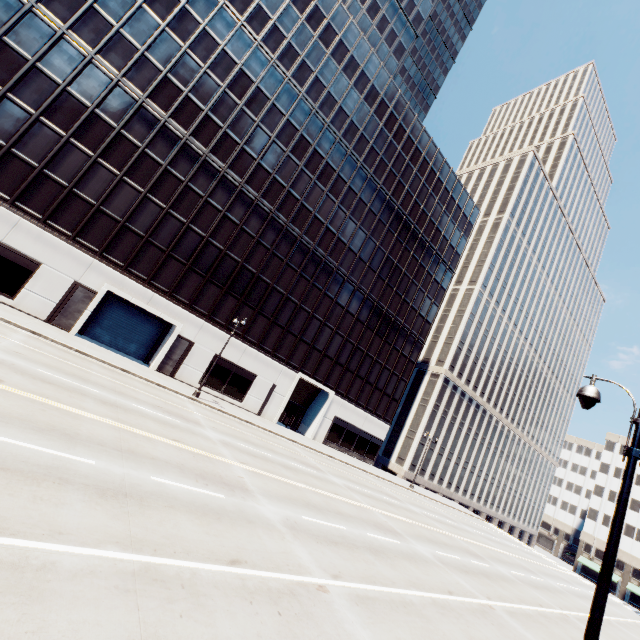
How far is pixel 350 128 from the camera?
38.81m

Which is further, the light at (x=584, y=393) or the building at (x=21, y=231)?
the building at (x=21, y=231)

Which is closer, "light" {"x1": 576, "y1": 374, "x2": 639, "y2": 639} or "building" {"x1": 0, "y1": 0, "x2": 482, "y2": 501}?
"light" {"x1": 576, "y1": 374, "x2": 639, "y2": 639}
